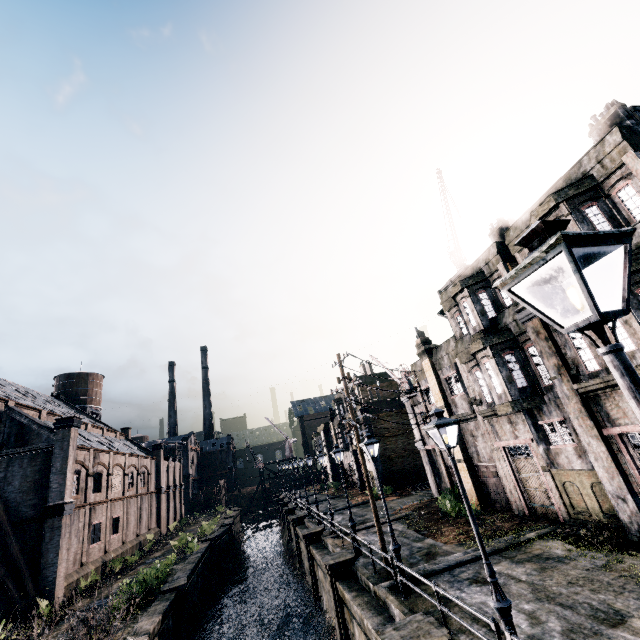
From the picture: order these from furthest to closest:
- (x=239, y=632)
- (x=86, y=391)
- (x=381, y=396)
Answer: (x=86, y=391) < (x=381, y=396) < (x=239, y=632)

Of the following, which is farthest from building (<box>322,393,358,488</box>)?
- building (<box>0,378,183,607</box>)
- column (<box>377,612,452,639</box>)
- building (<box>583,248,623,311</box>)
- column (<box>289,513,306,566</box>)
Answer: column (<box>377,612,452,639</box>)

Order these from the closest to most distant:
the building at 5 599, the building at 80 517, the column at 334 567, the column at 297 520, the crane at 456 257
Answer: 1. the column at 334 567
2. the building at 5 599
3. the crane at 456 257
4. the building at 80 517
5. the column at 297 520

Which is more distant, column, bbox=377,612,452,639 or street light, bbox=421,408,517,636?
column, bbox=377,612,452,639

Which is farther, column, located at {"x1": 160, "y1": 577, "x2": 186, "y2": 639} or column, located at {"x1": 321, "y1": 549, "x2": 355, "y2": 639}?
column, located at {"x1": 160, "y1": 577, "x2": 186, "y2": 639}

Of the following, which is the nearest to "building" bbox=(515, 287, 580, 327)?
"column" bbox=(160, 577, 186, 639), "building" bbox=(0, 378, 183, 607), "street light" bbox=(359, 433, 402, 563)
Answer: "street light" bbox=(359, 433, 402, 563)

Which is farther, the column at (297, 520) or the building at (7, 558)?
the column at (297, 520)

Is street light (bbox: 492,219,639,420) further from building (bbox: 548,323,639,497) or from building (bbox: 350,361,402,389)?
building (bbox: 350,361,402,389)
